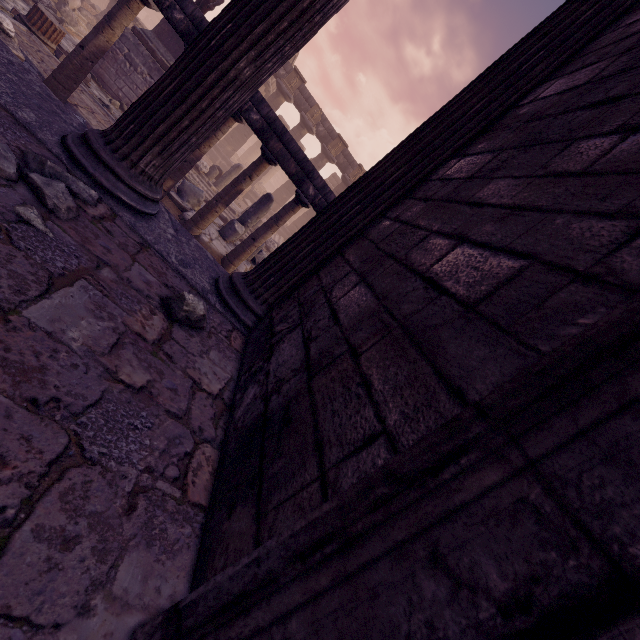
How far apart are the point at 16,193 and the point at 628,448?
2.3 meters

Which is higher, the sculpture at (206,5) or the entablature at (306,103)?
the entablature at (306,103)

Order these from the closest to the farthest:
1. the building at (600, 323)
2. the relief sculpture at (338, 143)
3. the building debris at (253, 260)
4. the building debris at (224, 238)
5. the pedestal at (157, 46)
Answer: the building at (600, 323) < the building debris at (224, 238) < the building debris at (253, 260) < the pedestal at (157, 46) < the relief sculpture at (338, 143)

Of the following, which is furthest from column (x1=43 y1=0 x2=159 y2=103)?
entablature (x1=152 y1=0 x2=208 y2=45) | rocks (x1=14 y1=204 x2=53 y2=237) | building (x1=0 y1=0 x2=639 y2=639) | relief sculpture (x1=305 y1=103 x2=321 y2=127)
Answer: relief sculpture (x1=305 y1=103 x2=321 y2=127)

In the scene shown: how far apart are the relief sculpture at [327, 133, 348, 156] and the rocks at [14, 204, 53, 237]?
22.1m

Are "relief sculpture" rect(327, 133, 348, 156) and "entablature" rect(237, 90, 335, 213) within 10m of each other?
no

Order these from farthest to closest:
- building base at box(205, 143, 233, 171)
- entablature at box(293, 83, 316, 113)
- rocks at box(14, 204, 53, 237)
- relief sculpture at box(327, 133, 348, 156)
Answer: relief sculpture at box(327, 133, 348, 156), building base at box(205, 143, 233, 171), entablature at box(293, 83, 316, 113), rocks at box(14, 204, 53, 237)

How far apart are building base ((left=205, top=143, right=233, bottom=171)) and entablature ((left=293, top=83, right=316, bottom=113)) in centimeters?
529cm
